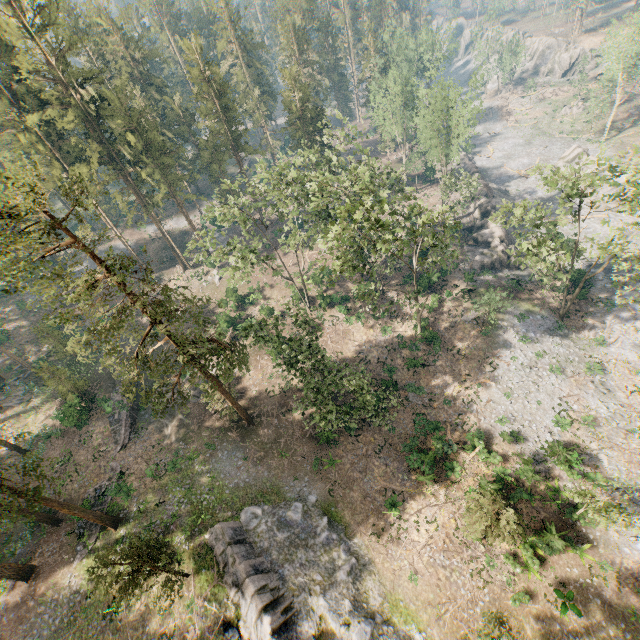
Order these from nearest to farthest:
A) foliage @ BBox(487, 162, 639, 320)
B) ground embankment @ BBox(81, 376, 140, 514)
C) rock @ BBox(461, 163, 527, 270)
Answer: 1. foliage @ BBox(487, 162, 639, 320)
2. ground embankment @ BBox(81, 376, 140, 514)
3. rock @ BBox(461, 163, 527, 270)

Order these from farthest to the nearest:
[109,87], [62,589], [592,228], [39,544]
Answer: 1. [109,87]
2. [592,228]
3. [39,544]
4. [62,589]

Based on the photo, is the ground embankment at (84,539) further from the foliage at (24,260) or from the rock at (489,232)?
the rock at (489,232)

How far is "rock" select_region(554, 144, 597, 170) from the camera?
54.4m

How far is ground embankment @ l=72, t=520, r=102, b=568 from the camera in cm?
2680

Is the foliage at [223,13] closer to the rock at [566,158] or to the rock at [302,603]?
the rock at [302,603]

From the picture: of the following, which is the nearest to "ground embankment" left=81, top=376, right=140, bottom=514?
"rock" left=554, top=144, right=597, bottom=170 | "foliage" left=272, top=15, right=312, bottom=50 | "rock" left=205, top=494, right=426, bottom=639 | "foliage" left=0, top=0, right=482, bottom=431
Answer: "foliage" left=0, top=0, right=482, bottom=431

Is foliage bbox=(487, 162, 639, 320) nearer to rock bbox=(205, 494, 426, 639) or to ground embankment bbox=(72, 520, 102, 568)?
rock bbox=(205, 494, 426, 639)
